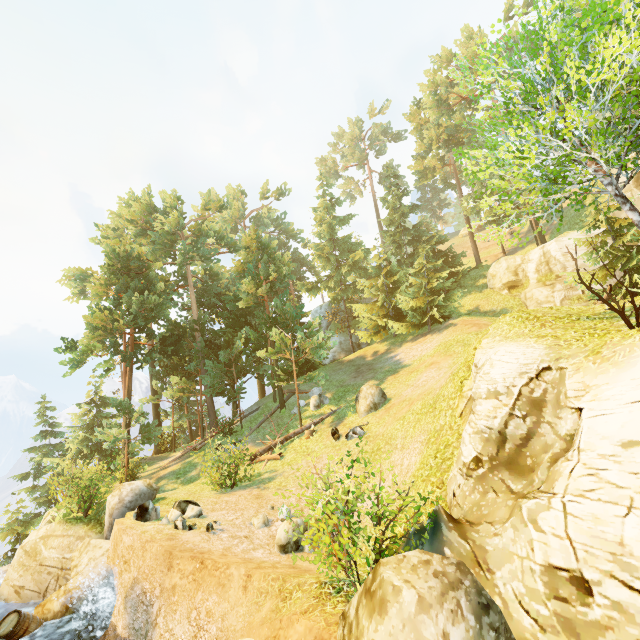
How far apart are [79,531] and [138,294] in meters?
14.3

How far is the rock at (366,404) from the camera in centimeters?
1723cm

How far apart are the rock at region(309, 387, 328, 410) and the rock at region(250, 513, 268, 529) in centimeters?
1017cm

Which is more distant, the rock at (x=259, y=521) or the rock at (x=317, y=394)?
the rock at (x=317, y=394)

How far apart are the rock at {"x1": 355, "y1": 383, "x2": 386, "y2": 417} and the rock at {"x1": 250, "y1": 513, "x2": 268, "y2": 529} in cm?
766

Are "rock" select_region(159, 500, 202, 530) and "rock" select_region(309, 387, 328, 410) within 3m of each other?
no

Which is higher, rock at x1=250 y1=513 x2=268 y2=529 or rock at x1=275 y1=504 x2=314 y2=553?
rock at x1=250 y1=513 x2=268 y2=529

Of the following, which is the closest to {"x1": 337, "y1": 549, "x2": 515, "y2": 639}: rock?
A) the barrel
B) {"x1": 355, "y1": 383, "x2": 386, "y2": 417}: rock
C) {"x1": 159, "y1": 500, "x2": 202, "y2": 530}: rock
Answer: {"x1": 159, "y1": 500, "x2": 202, "y2": 530}: rock
